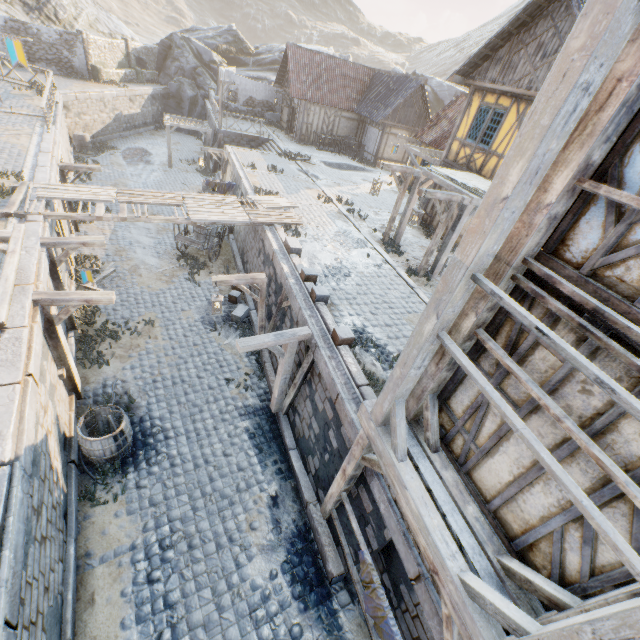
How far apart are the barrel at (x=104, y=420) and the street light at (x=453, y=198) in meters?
9.3 m

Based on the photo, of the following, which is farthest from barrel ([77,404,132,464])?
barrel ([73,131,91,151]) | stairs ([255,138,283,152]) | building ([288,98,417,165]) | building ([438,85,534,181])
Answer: building ([288,98,417,165])

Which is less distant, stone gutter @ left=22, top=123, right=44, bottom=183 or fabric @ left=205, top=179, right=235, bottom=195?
stone gutter @ left=22, top=123, right=44, bottom=183

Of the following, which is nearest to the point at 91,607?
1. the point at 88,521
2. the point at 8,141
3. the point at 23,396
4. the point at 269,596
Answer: the point at 88,521

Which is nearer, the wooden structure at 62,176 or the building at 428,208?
the wooden structure at 62,176

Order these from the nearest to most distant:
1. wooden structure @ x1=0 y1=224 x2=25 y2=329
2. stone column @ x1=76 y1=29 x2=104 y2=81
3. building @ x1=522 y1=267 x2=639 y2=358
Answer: building @ x1=522 y1=267 x2=639 y2=358 → wooden structure @ x1=0 y1=224 x2=25 y2=329 → stone column @ x1=76 y1=29 x2=104 y2=81

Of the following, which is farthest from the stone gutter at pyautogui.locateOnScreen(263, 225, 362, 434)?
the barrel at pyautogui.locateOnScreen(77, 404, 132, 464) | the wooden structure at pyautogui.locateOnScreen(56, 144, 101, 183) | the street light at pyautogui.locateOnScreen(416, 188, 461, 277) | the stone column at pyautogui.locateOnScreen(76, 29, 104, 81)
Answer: the stone column at pyautogui.locateOnScreen(76, 29, 104, 81)

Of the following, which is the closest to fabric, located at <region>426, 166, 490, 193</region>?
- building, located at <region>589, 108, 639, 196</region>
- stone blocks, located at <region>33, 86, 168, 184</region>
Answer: stone blocks, located at <region>33, 86, 168, 184</region>
